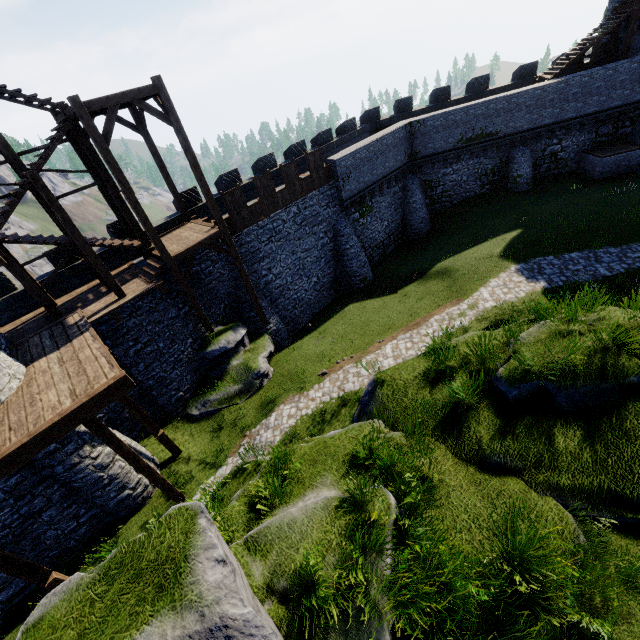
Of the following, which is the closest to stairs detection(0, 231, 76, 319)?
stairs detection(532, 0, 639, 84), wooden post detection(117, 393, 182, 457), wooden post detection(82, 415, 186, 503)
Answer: wooden post detection(117, 393, 182, 457)

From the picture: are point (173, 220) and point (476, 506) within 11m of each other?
no

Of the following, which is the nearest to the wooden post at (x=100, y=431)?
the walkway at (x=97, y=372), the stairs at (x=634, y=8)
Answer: the walkway at (x=97, y=372)

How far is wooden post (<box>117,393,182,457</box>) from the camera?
11.6m

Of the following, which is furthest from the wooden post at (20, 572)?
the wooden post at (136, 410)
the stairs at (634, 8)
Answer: the stairs at (634, 8)

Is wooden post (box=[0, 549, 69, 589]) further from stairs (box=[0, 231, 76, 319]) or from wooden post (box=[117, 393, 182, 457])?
stairs (box=[0, 231, 76, 319])

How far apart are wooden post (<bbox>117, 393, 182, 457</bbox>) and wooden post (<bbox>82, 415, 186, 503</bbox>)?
1.8m

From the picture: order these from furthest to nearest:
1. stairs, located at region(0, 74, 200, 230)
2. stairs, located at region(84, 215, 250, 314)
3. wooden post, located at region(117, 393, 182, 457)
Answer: stairs, located at region(84, 215, 250, 314), wooden post, located at region(117, 393, 182, 457), stairs, located at region(0, 74, 200, 230)
